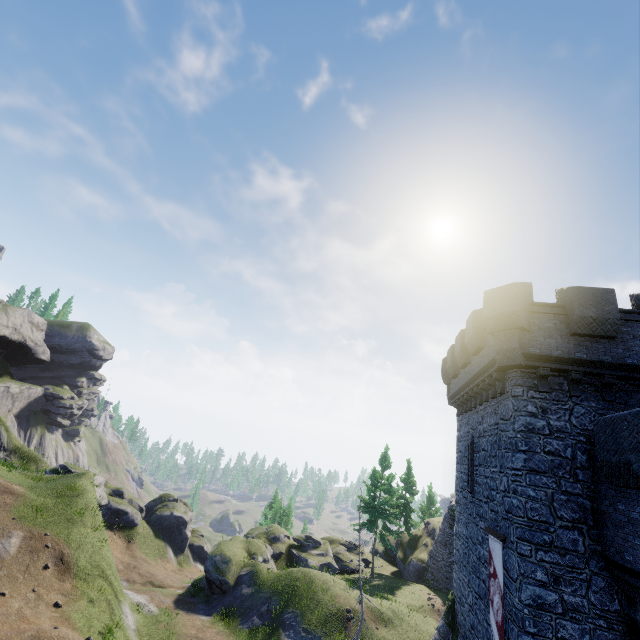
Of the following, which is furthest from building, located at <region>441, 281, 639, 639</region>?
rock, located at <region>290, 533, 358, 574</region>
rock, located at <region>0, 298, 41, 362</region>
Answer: rock, located at <region>0, 298, 41, 362</region>

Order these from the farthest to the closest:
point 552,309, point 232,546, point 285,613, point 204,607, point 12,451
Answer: point 12,451 < point 232,546 < point 204,607 < point 285,613 < point 552,309

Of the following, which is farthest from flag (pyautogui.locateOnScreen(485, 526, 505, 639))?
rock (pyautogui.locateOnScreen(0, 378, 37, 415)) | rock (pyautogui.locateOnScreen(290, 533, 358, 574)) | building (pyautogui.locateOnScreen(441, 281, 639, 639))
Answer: rock (pyautogui.locateOnScreen(0, 378, 37, 415))

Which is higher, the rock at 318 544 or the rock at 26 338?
the rock at 26 338

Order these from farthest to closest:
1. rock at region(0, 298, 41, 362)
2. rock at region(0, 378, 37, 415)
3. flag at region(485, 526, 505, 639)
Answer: rock at region(0, 298, 41, 362) < rock at region(0, 378, 37, 415) < flag at region(485, 526, 505, 639)

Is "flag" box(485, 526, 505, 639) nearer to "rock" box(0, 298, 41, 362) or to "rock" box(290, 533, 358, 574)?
"rock" box(290, 533, 358, 574)

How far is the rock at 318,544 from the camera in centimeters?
3072cm

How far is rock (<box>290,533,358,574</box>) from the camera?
30.7m
